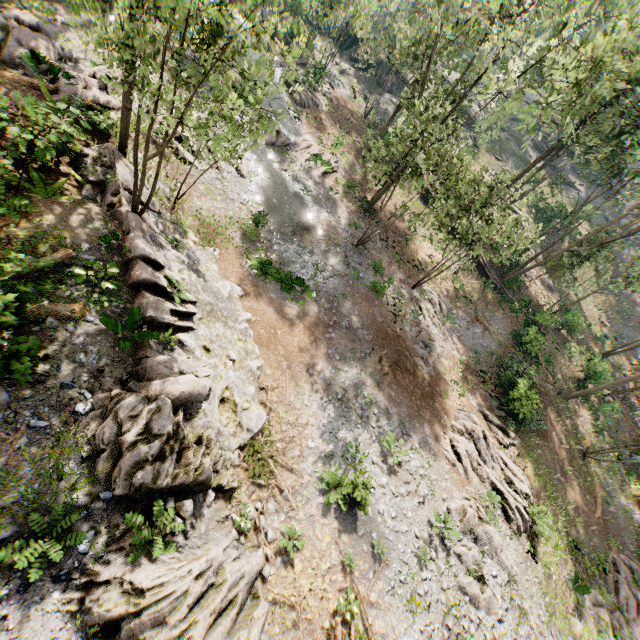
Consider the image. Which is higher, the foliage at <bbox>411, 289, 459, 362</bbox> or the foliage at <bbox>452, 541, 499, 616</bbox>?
the foliage at <bbox>452, 541, 499, 616</bbox>

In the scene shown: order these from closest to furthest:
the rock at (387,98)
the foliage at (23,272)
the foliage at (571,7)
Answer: the foliage at (23,272), the foliage at (571,7), the rock at (387,98)

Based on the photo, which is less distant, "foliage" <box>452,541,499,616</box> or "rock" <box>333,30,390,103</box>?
"foliage" <box>452,541,499,616</box>

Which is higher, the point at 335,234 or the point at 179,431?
the point at 179,431

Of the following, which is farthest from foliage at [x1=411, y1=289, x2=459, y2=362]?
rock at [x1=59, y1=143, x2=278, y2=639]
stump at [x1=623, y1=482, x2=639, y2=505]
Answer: stump at [x1=623, y1=482, x2=639, y2=505]

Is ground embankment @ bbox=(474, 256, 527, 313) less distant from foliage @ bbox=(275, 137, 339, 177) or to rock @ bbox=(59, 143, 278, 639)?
foliage @ bbox=(275, 137, 339, 177)

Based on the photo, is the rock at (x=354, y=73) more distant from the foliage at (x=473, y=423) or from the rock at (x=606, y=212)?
the rock at (x=606, y=212)

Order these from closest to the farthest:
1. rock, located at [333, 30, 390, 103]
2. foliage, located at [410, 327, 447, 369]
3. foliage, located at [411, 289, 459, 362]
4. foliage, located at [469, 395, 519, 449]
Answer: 1. foliage, located at [469, 395, 519, 449]
2. foliage, located at [410, 327, 447, 369]
3. foliage, located at [411, 289, 459, 362]
4. rock, located at [333, 30, 390, 103]
